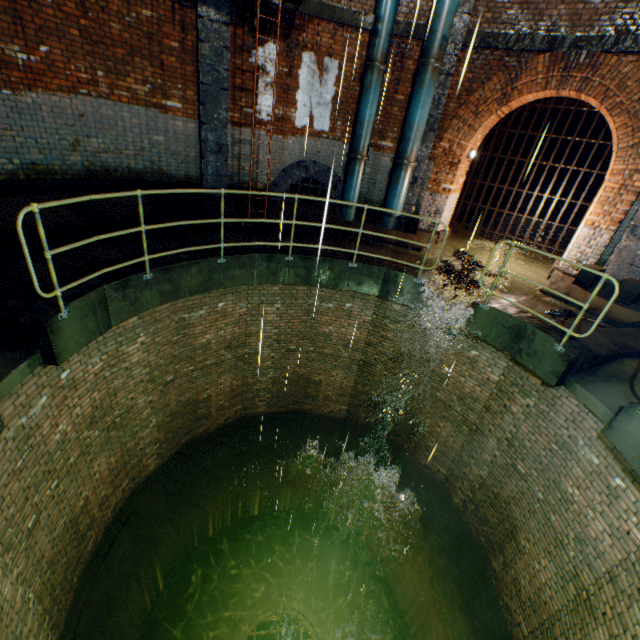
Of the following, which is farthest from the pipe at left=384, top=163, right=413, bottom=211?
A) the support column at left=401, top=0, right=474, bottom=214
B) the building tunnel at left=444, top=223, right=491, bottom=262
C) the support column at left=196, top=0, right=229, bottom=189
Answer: the support column at left=196, top=0, right=229, bottom=189

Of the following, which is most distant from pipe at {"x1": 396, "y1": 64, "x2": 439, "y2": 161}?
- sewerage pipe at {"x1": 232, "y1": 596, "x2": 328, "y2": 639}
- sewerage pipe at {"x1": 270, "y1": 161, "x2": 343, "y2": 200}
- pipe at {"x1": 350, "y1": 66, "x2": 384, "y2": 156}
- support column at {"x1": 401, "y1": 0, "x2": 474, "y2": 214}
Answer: sewerage pipe at {"x1": 232, "y1": 596, "x2": 328, "y2": 639}

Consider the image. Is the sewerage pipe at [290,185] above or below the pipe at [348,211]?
above

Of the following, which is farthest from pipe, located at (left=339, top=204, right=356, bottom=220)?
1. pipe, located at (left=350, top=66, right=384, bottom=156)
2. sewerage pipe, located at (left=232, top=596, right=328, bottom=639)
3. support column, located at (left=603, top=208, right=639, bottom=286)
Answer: sewerage pipe, located at (left=232, top=596, right=328, bottom=639)

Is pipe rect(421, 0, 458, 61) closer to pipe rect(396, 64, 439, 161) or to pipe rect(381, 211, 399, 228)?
pipe rect(396, 64, 439, 161)

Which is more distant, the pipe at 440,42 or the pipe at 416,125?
the pipe at 416,125

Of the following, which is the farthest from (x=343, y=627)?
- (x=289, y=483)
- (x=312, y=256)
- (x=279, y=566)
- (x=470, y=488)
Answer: (x=312, y=256)

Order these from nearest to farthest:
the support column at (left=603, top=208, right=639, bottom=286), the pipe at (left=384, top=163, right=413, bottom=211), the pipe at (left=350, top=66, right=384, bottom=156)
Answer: the support column at (left=603, top=208, right=639, bottom=286) < the pipe at (left=350, top=66, right=384, bottom=156) < the pipe at (left=384, top=163, right=413, bottom=211)
